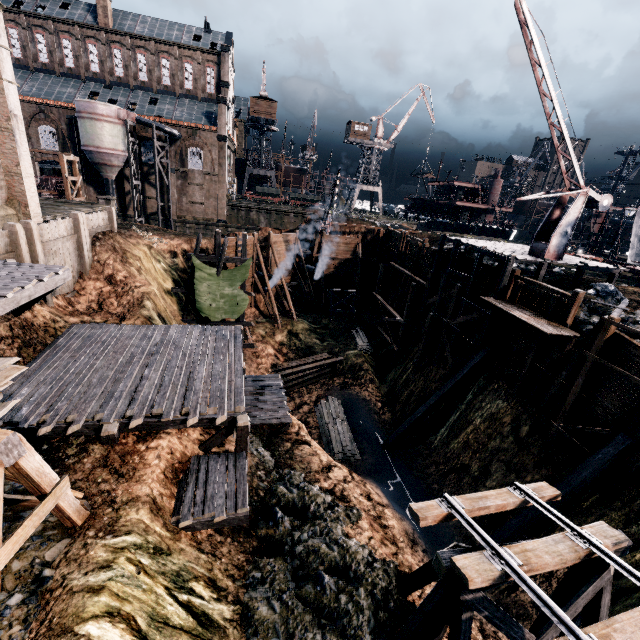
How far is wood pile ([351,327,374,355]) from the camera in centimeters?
3397cm

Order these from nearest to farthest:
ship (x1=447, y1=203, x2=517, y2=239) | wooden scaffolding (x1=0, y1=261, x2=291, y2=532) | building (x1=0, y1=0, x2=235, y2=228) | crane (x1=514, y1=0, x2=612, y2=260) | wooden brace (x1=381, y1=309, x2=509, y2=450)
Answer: wooden scaffolding (x1=0, y1=261, x2=291, y2=532)
crane (x1=514, y1=0, x2=612, y2=260)
building (x1=0, y1=0, x2=235, y2=228)
wooden brace (x1=381, y1=309, x2=509, y2=450)
ship (x1=447, y1=203, x2=517, y2=239)

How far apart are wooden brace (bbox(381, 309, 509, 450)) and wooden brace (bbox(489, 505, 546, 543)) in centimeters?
804cm

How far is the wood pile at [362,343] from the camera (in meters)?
33.97

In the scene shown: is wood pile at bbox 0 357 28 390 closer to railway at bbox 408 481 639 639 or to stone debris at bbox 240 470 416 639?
stone debris at bbox 240 470 416 639

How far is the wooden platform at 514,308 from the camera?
16.70m

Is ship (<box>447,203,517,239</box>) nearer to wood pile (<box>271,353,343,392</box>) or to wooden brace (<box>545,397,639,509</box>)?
wood pile (<box>271,353,343,392</box>)

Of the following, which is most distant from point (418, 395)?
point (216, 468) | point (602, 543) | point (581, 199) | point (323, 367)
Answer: point (216, 468)
